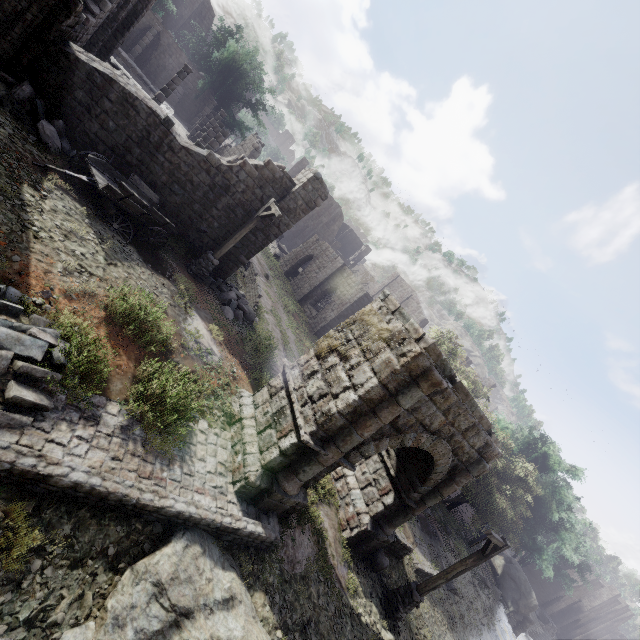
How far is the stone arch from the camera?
7.8m

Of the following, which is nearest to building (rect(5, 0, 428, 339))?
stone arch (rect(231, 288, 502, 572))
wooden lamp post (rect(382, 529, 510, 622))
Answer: stone arch (rect(231, 288, 502, 572))

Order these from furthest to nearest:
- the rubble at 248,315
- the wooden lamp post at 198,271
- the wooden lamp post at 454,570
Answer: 1. the rubble at 248,315
2. the wooden lamp post at 198,271
3. the wooden lamp post at 454,570

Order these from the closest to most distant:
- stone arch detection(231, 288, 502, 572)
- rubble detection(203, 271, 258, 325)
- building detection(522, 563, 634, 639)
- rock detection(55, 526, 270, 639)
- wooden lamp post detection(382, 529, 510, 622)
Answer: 1. rock detection(55, 526, 270, 639)
2. stone arch detection(231, 288, 502, 572)
3. wooden lamp post detection(382, 529, 510, 622)
4. rubble detection(203, 271, 258, 325)
5. building detection(522, 563, 634, 639)

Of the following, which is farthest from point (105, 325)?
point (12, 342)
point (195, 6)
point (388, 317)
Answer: point (195, 6)

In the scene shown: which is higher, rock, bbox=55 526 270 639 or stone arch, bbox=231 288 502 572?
stone arch, bbox=231 288 502 572

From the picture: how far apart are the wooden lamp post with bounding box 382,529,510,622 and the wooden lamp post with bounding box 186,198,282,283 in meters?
12.8 m

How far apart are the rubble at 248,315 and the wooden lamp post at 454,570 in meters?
12.3
